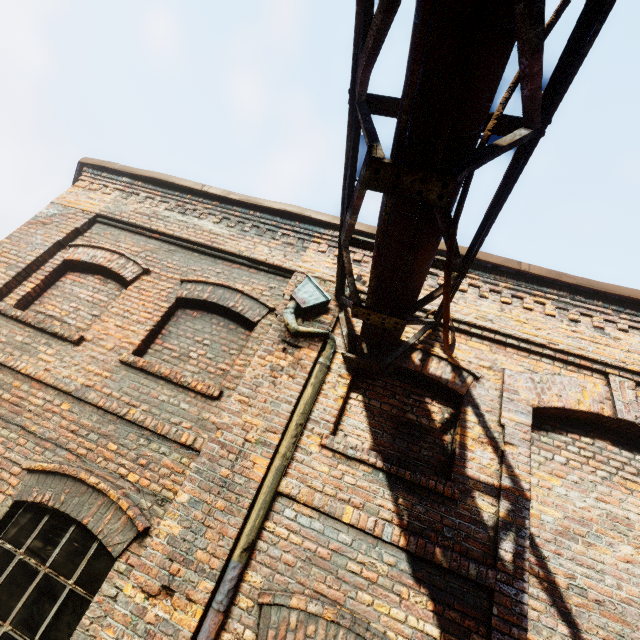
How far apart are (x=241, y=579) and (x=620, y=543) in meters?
3.6 m
